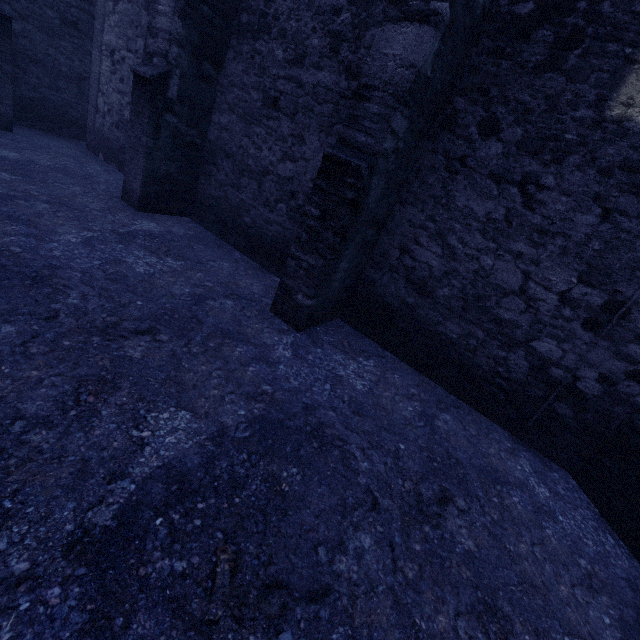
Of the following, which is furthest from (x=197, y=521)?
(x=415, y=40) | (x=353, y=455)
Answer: (x=415, y=40)
